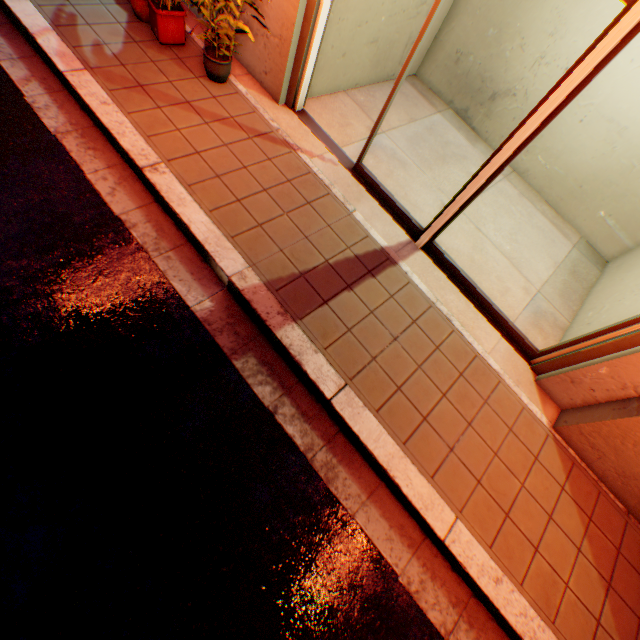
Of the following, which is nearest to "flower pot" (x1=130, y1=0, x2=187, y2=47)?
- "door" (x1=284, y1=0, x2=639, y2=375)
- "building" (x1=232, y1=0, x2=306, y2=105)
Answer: "building" (x1=232, y1=0, x2=306, y2=105)

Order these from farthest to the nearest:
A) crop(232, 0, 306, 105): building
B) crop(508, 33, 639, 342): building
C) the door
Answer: crop(508, 33, 639, 342): building < crop(232, 0, 306, 105): building < the door

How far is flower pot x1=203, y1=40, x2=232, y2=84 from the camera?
3.6m

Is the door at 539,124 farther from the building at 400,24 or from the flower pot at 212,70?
the flower pot at 212,70

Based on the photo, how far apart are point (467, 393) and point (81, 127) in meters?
4.7

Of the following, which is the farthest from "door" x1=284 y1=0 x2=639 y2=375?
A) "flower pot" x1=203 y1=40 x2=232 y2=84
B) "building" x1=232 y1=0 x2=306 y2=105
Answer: "flower pot" x1=203 y1=40 x2=232 y2=84

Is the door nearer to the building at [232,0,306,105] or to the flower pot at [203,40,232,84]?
the building at [232,0,306,105]

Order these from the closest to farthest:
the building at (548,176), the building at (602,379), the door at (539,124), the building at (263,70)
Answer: the door at (539,124), the building at (602,379), the building at (263,70), the building at (548,176)
